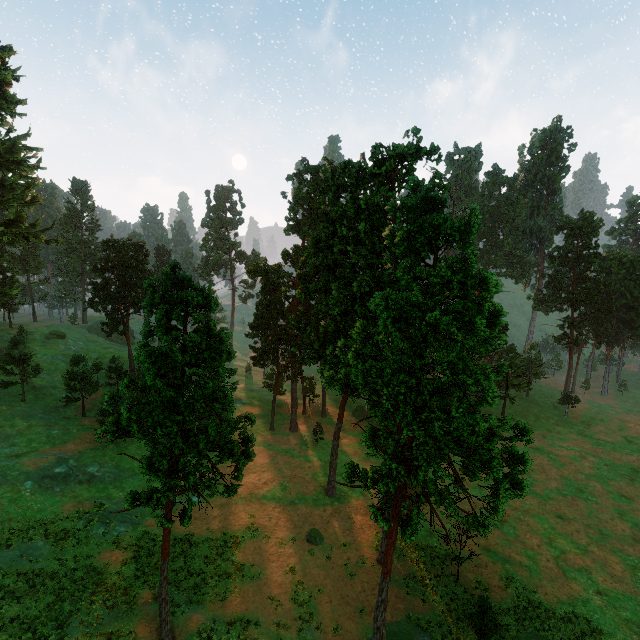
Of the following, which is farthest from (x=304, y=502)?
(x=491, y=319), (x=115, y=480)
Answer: (x=491, y=319)

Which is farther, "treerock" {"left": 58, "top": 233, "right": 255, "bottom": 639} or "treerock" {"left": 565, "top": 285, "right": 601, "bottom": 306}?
"treerock" {"left": 565, "top": 285, "right": 601, "bottom": 306}

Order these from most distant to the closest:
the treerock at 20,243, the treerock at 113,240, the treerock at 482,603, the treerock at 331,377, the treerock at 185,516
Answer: the treerock at 20,243 → the treerock at 482,603 → the treerock at 185,516 → the treerock at 113,240 → the treerock at 331,377

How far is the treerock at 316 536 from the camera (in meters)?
30.55

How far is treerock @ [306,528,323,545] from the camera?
30.5 meters

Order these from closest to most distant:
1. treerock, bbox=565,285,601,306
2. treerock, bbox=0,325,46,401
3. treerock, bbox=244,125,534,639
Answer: treerock, bbox=244,125,534,639
treerock, bbox=0,325,46,401
treerock, bbox=565,285,601,306
